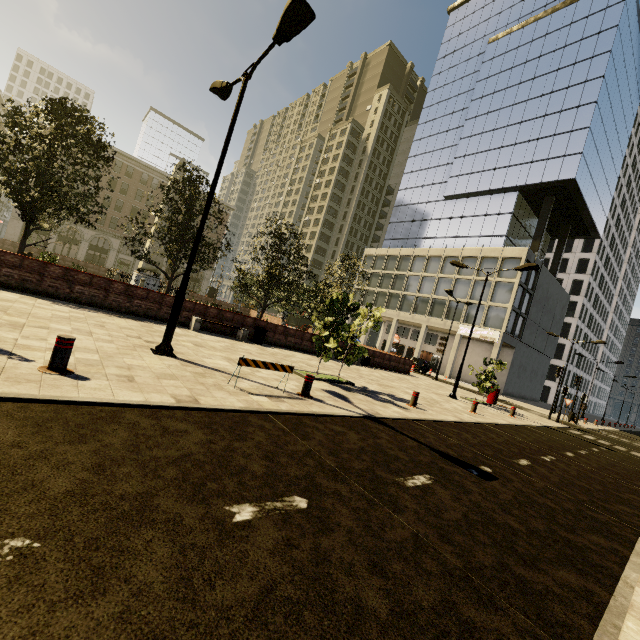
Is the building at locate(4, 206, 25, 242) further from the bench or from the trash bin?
the bench

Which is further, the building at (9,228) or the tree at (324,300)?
the building at (9,228)

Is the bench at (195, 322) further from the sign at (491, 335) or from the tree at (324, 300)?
the sign at (491, 335)

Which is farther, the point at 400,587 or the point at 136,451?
the point at 136,451

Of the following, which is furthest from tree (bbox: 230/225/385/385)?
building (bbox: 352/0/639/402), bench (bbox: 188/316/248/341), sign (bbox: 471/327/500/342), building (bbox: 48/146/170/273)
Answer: sign (bbox: 471/327/500/342)

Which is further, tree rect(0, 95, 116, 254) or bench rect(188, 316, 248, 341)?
bench rect(188, 316, 248, 341)

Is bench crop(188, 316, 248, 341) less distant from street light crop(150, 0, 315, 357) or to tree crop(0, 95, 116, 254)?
tree crop(0, 95, 116, 254)

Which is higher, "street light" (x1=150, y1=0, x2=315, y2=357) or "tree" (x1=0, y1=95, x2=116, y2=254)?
"street light" (x1=150, y1=0, x2=315, y2=357)
